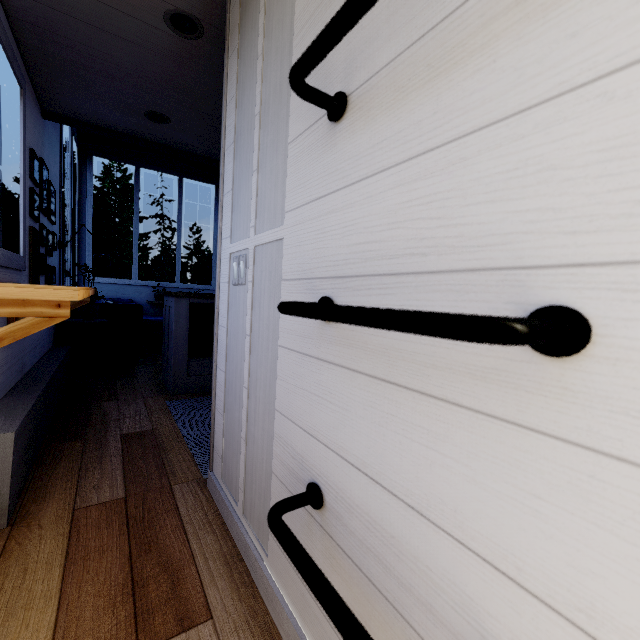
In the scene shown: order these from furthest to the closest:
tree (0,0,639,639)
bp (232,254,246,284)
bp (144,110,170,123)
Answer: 1. bp (144,110,170,123)
2. bp (232,254,246,284)
3. tree (0,0,639,639)

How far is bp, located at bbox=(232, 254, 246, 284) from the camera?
1.4m

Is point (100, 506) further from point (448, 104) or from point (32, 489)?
point (448, 104)

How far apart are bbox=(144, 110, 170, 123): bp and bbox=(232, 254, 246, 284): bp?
2.2 meters

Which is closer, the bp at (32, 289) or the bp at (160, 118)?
the bp at (32, 289)

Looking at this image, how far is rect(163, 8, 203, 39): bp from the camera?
1.8 meters

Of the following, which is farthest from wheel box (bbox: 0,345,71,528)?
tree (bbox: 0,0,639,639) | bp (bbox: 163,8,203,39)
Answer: bp (bbox: 163,8,203,39)

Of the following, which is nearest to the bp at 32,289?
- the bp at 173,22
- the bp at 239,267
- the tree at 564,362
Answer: the tree at 564,362
